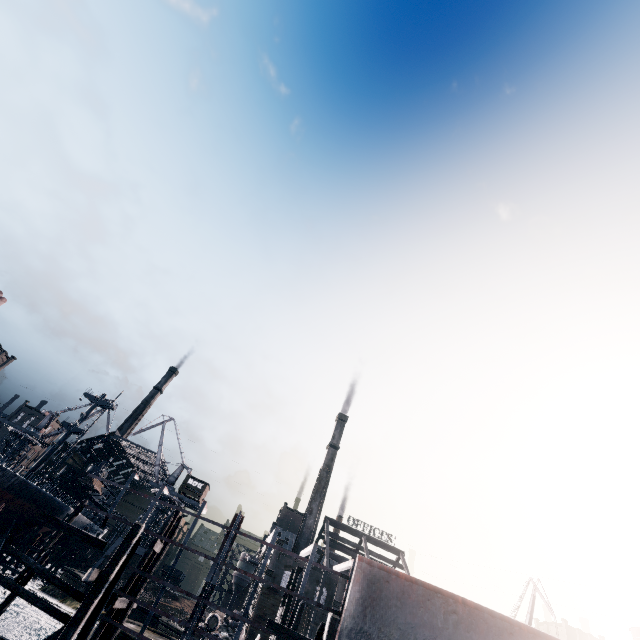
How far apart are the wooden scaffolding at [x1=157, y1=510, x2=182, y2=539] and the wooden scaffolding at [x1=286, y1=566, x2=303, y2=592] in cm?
830

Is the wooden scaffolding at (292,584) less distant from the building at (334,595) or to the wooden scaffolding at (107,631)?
the wooden scaffolding at (107,631)

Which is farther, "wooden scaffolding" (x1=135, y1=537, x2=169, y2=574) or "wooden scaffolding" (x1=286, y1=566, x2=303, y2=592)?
"wooden scaffolding" (x1=286, y1=566, x2=303, y2=592)

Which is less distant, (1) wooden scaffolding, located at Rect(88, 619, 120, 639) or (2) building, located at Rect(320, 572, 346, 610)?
(1) wooden scaffolding, located at Rect(88, 619, 120, 639)

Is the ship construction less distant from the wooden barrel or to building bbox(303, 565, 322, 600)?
the wooden barrel

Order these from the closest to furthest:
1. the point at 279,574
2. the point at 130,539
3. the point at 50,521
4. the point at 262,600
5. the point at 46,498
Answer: the point at 130,539 → the point at 50,521 → the point at 46,498 → the point at 262,600 → the point at 279,574

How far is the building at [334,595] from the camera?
53.16m
